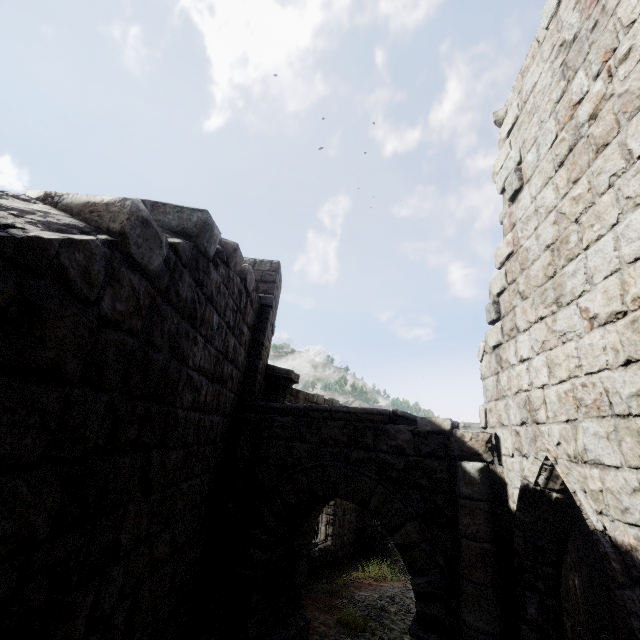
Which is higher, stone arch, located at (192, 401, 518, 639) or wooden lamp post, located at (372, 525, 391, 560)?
stone arch, located at (192, 401, 518, 639)

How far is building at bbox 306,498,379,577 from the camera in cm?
1250

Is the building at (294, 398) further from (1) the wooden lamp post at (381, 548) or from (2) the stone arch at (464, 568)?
(1) the wooden lamp post at (381, 548)

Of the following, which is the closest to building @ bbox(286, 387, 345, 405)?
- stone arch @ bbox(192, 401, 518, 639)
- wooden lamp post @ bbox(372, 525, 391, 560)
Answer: stone arch @ bbox(192, 401, 518, 639)

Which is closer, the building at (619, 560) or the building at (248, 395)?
the building at (248, 395)

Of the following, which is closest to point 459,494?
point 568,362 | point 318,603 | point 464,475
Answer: point 464,475

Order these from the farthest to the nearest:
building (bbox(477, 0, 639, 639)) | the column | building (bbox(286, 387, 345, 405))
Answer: building (bbox(286, 387, 345, 405)) < the column < building (bbox(477, 0, 639, 639))

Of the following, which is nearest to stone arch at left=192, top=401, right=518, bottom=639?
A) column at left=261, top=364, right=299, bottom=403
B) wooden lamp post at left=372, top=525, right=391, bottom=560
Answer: column at left=261, top=364, right=299, bottom=403
